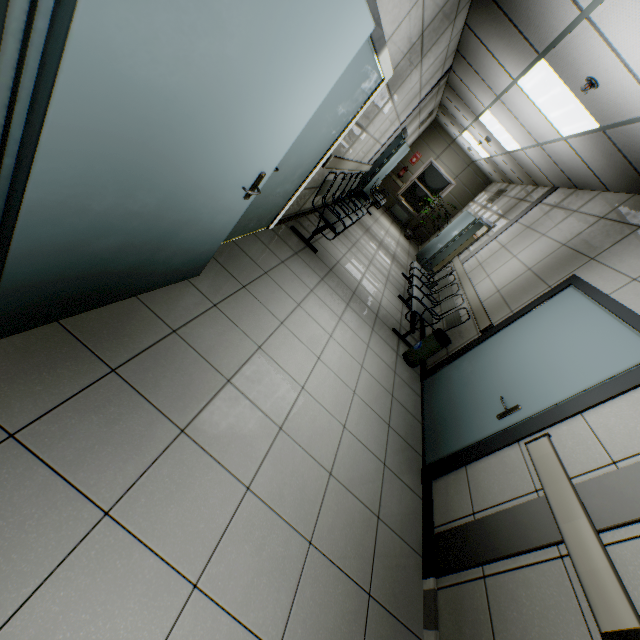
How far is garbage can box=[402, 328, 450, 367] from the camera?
4.31m

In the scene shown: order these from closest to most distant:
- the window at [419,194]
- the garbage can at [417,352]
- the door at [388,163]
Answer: the garbage can at [417,352], the door at [388,163], the window at [419,194]

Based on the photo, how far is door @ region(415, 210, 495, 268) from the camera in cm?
831

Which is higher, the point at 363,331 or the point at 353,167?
the point at 353,167

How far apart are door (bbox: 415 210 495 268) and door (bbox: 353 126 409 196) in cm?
264

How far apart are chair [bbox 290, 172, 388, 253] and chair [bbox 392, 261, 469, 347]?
1.57m

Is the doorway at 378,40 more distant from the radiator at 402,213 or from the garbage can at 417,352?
the radiator at 402,213

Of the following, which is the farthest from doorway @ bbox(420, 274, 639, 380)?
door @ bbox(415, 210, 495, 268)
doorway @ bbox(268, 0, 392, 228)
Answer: door @ bbox(415, 210, 495, 268)
